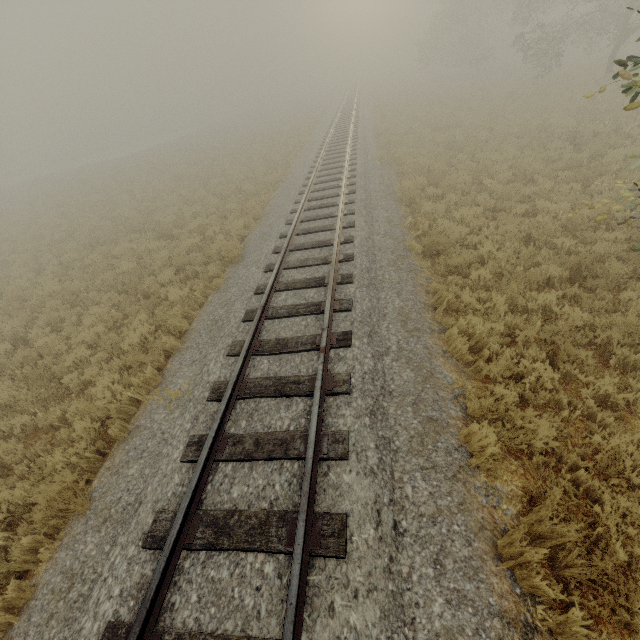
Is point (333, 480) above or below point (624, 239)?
above
